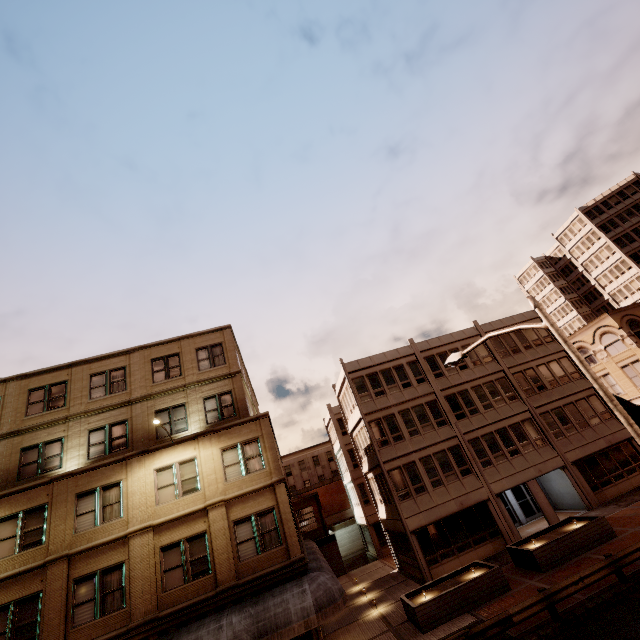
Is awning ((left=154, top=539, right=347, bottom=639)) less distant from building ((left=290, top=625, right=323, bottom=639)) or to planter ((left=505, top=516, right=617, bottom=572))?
building ((left=290, top=625, right=323, bottom=639))

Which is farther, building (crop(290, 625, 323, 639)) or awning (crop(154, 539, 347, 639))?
building (crop(290, 625, 323, 639))

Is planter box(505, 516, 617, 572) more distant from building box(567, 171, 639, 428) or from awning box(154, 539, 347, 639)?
building box(567, 171, 639, 428)

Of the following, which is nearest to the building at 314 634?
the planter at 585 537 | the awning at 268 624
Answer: the awning at 268 624

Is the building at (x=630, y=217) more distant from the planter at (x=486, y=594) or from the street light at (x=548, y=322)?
the planter at (x=486, y=594)

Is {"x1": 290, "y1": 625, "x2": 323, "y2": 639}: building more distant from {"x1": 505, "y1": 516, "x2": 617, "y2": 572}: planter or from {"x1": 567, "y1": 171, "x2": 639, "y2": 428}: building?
{"x1": 567, "y1": 171, "x2": 639, "y2": 428}: building

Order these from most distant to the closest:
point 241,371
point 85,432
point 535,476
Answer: point 535,476
point 241,371
point 85,432

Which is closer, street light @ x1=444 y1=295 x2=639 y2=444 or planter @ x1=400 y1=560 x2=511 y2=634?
street light @ x1=444 y1=295 x2=639 y2=444
